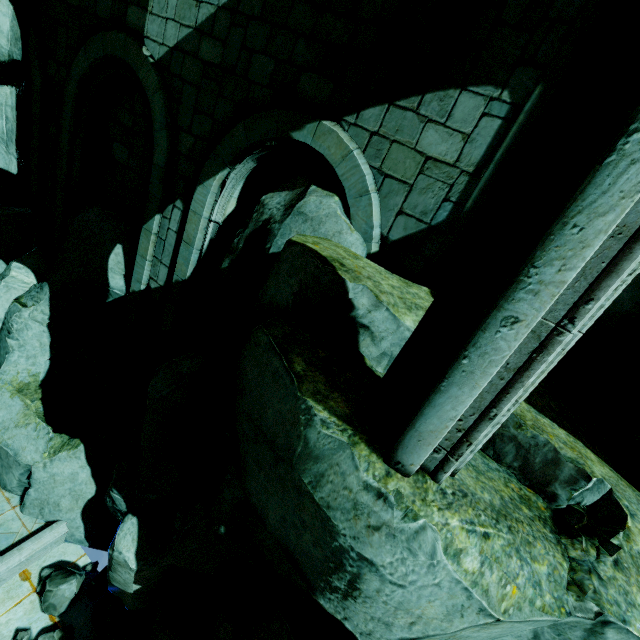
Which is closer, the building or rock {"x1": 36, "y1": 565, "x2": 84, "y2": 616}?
the building

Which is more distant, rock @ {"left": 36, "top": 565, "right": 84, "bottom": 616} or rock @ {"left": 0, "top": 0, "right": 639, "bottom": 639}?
rock @ {"left": 36, "top": 565, "right": 84, "bottom": 616}

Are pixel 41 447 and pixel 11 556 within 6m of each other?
yes

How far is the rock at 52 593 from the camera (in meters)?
7.06

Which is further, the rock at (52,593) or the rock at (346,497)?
the rock at (52,593)

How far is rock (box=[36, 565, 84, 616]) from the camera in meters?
7.1

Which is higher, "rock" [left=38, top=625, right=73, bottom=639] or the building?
the building
